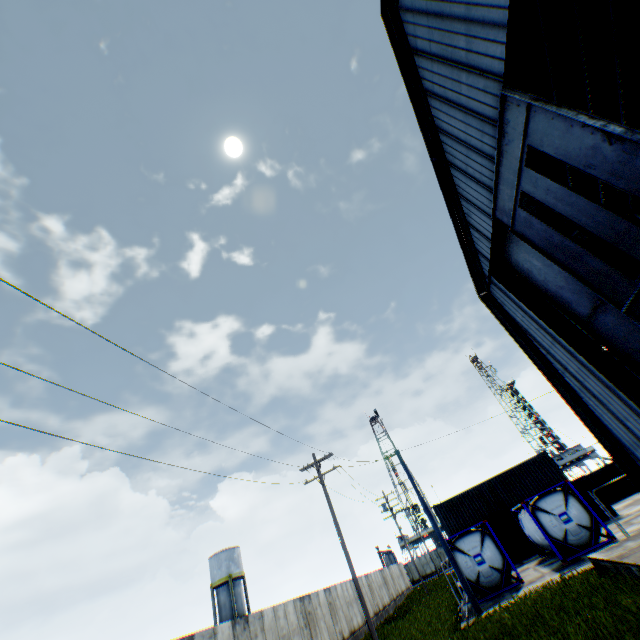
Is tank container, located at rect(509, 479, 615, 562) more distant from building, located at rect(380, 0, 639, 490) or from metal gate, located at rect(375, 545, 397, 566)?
metal gate, located at rect(375, 545, 397, 566)

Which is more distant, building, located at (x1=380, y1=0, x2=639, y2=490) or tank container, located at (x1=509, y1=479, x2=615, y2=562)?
tank container, located at (x1=509, y1=479, x2=615, y2=562)

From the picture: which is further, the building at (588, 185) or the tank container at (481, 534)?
the tank container at (481, 534)

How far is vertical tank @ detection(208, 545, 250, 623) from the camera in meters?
38.4 m

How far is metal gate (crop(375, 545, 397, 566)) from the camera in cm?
→ 5184

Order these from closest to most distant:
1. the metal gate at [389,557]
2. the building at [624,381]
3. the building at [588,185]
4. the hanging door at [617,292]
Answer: the hanging door at [617,292] < the building at [624,381] < the building at [588,185] < the metal gate at [389,557]

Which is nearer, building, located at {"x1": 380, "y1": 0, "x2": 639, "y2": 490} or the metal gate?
building, located at {"x1": 380, "y1": 0, "x2": 639, "y2": 490}

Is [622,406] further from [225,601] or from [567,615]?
[225,601]
